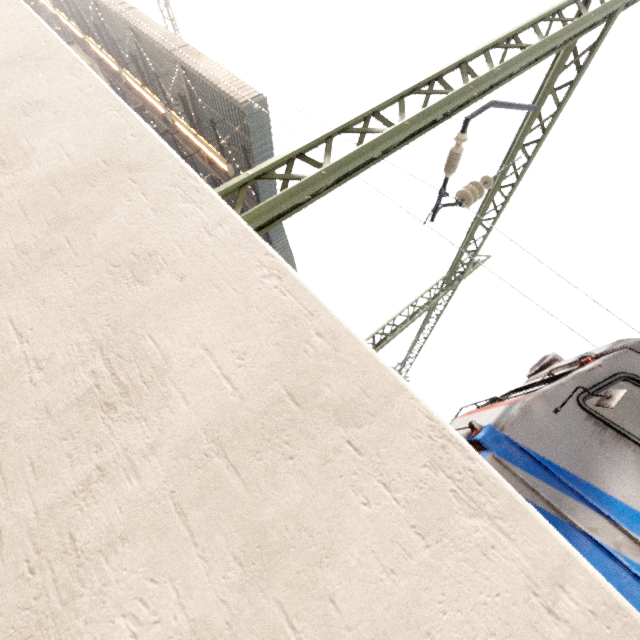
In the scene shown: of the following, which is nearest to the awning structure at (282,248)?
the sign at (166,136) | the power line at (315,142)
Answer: the sign at (166,136)

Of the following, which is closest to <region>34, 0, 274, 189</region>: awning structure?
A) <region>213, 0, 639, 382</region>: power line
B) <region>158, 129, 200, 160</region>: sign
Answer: <region>158, 129, 200, 160</region>: sign

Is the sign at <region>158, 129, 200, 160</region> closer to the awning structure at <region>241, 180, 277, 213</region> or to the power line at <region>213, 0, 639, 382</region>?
the awning structure at <region>241, 180, 277, 213</region>

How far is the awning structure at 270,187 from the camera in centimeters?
1249cm

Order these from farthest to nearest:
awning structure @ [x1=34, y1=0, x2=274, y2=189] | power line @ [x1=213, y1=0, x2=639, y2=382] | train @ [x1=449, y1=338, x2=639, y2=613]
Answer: awning structure @ [x1=34, y1=0, x2=274, y2=189] < power line @ [x1=213, y1=0, x2=639, y2=382] < train @ [x1=449, y1=338, x2=639, y2=613]

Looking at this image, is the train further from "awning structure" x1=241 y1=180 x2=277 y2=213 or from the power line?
"awning structure" x1=241 y1=180 x2=277 y2=213

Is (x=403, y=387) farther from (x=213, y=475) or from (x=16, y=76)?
(x=16, y=76)

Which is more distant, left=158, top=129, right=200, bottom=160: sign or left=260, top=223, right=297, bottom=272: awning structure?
left=260, top=223, right=297, bottom=272: awning structure
